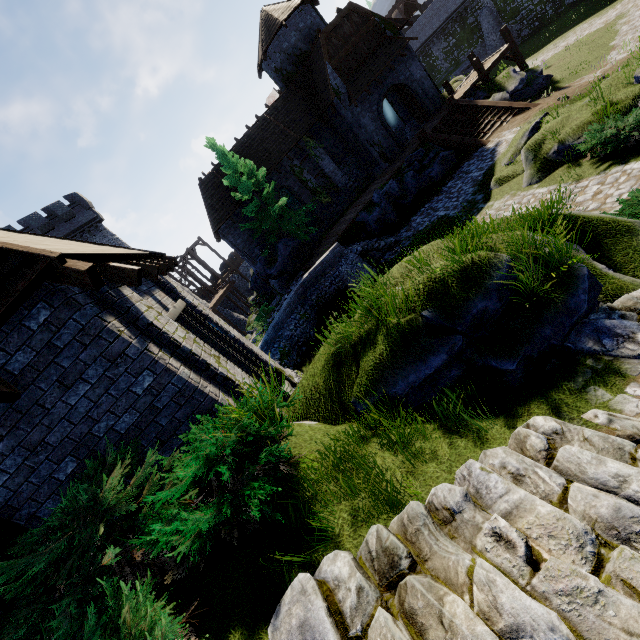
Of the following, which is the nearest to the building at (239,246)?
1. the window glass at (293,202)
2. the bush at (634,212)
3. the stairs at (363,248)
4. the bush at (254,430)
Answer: the window glass at (293,202)

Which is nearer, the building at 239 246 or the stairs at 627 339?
the stairs at 627 339

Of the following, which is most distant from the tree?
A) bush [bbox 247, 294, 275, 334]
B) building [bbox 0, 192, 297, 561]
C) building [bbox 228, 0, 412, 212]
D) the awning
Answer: building [bbox 0, 192, 297, 561]

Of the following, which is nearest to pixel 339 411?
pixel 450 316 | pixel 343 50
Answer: pixel 450 316

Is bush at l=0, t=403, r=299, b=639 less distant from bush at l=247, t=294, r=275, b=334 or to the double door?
bush at l=247, t=294, r=275, b=334

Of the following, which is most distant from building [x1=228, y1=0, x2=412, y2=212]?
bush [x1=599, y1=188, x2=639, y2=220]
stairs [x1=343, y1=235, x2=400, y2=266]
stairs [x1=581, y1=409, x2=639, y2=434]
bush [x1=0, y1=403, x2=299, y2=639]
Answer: stairs [x1=581, y1=409, x2=639, y2=434]

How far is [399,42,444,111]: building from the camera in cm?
2244
